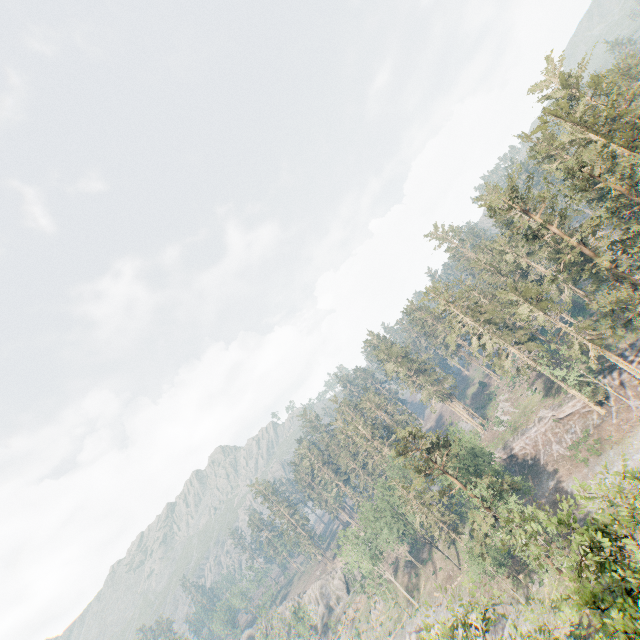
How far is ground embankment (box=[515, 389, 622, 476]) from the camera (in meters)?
50.09

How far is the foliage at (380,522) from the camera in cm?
5766

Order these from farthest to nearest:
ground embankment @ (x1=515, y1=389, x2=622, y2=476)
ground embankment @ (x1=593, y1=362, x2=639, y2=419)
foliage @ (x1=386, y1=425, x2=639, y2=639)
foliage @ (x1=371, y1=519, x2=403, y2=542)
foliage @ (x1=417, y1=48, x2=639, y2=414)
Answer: foliage @ (x1=371, y1=519, x2=403, y2=542), ground embankment @ (x1=515, y1=389, x2=622, y2=476), ground embankment @ (x1=593, y1=362, x2=639, y2=419), foliage @ (x1=417, y1=48, x2=639, y2=414), foliage @ (x1=386, y1=425, x2=639, y2=639)

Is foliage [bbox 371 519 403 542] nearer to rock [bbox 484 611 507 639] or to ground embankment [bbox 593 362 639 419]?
ground embankment [bbox 593 362 639 419]

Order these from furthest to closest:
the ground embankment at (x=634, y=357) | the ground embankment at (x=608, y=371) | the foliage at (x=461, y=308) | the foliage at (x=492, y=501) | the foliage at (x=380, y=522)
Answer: the foliage at (x=380, y=522), the ground embankment at (x=634, y=357), the ground embankment at (x=608, y=371), the foliage at (x=461, y=308), the foliage at (x=492, y=501)

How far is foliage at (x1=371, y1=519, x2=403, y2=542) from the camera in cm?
5766

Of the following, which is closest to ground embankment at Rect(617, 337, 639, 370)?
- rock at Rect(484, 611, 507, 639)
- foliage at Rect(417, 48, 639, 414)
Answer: foliage at Rect(417, 48, 639, 414)

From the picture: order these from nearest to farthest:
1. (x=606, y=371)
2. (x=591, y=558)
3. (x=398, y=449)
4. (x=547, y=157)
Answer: (x=591, y=558)
(x=398, y=449)
(x=547, y=157)
(x=606, y=371)
